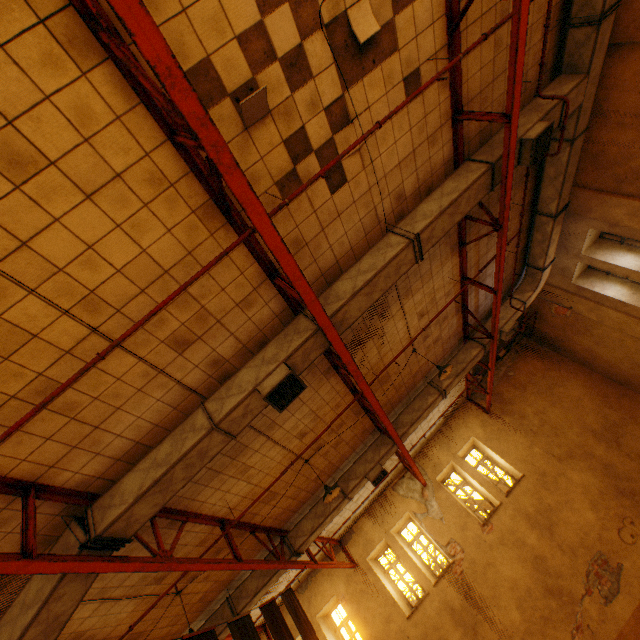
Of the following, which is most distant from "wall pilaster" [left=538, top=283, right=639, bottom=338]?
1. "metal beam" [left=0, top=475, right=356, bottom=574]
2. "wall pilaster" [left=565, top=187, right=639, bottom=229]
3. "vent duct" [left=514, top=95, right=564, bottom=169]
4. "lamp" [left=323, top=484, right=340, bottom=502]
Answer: "metal beam" [left=0, top=475, right=356, bottom=574]

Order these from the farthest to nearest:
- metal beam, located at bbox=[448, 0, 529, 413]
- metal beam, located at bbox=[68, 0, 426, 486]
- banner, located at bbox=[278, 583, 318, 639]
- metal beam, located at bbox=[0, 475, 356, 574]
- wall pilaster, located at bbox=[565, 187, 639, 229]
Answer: wall pilaster, located at bbox=[565, 187, 639, 229], banner, located at bbox=[278, 583, 318, 639], metal beam, located at bbox=[448, 0, 529, 413], metal beam, located at bbox=[0, 475, 356, 574], metal beam, located at bbox=[68, 0, 426, 486]

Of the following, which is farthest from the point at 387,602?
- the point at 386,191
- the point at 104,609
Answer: the point at 386,191

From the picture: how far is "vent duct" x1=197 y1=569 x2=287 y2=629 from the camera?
8.2m

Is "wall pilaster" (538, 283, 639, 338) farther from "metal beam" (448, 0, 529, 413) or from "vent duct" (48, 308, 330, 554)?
"vent duct" (48, 308, 330, 554)

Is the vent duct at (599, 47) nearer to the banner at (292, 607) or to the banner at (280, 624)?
the banner at (292, 607)

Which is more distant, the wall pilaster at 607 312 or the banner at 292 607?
the wall pilaster at 607 312

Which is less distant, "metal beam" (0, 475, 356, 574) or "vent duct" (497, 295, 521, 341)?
"metal beam" (0, 475, 356, 574)
